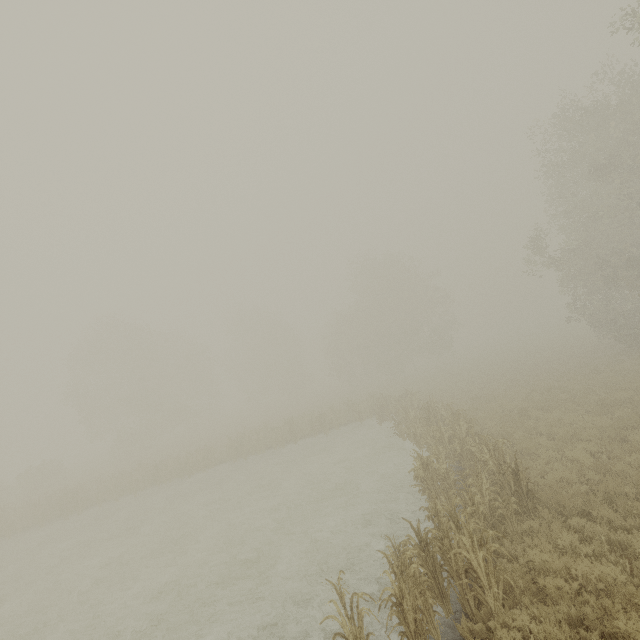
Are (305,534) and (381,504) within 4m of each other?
yes

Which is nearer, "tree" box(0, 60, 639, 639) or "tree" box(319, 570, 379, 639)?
"tree" box(319, 570, 379, 639)

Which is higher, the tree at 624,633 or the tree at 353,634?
the tree at 353,634

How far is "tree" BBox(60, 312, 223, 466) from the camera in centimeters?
3762cm

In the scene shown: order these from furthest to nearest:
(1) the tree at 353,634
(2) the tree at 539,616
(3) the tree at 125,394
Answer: (3) the tree at 125,394
(2) the tree at 539,616
(1) the tree at 353,634
